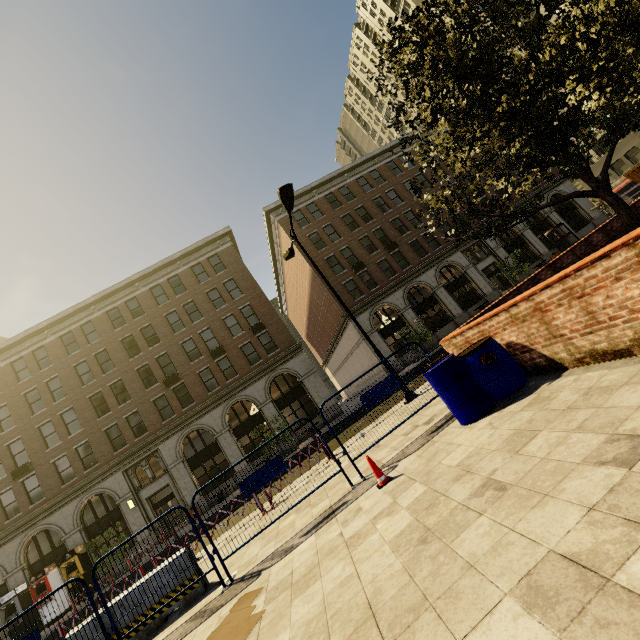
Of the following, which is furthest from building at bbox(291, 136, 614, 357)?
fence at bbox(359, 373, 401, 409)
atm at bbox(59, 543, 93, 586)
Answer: atm at bbox(59, 543, 93, 586)

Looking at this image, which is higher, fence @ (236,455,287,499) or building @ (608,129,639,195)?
building @ (608,129,639,195)

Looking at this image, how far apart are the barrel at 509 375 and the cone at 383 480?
1.4 meters

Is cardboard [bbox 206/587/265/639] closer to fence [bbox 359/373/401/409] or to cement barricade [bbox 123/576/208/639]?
fence [bbox 359/373/401/409]

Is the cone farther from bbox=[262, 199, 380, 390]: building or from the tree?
bbox=[262, 199, 380, 390]: building

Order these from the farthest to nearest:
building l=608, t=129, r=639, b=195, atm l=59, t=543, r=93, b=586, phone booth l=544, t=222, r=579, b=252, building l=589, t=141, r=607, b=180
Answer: building l=589, t=141, r=607, b=180
building l=608, t=129, r=639, b=195
phone booth l=544, t=222, r=579, b=252
atm l=59, t=543, r=93, b=586

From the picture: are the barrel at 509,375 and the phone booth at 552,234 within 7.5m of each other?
no

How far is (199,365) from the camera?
26.86m
